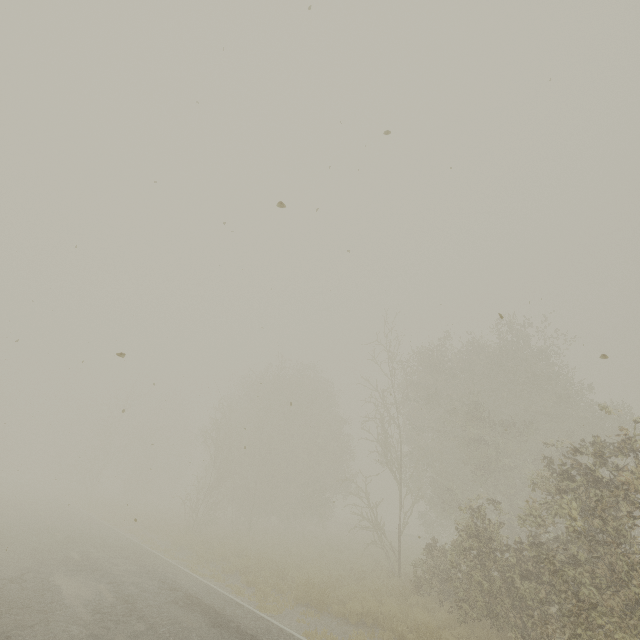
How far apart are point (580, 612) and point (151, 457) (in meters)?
45.56
